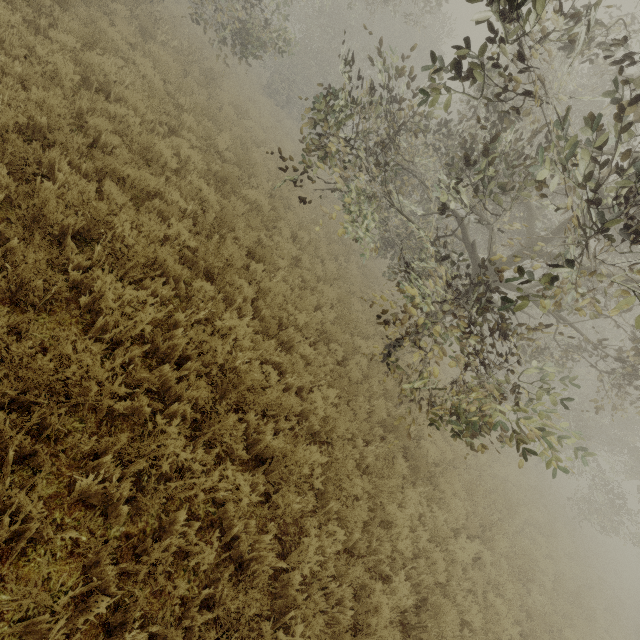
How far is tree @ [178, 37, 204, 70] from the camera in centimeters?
1093cm

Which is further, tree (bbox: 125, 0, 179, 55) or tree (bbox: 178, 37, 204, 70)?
tree (bbox: 178, 37, 204, 70)

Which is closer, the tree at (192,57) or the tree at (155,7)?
the tree at (155,7)

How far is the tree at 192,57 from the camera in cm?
1093

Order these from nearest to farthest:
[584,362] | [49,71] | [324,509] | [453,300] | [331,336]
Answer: [324,509], [49,71], [453,300], [331,336], [584,362]
